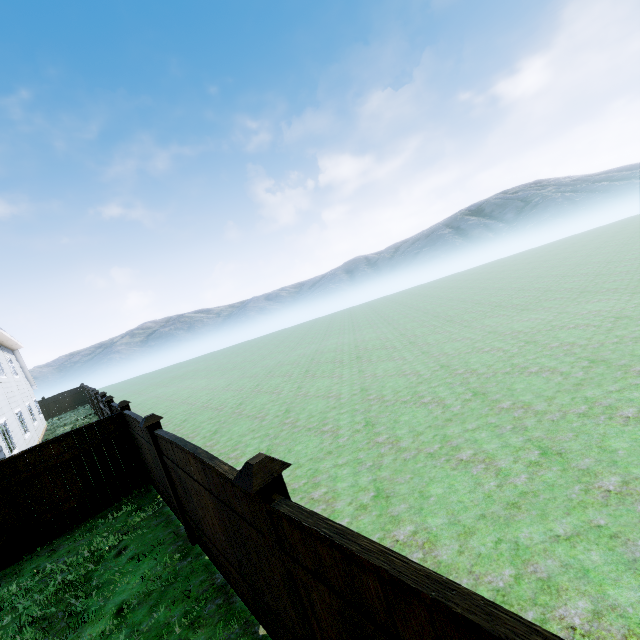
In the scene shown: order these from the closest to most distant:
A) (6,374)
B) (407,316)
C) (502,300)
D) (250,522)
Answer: (250,522)
(6,374)
(502,300)
(407,316)

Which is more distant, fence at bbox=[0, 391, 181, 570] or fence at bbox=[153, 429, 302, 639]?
fence at bbox=[0, 391, 181, 570]

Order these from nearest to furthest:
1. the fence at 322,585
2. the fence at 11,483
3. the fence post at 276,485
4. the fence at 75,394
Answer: the fence at 322,585 → the fence post at 276,485 → the fence at 11,483 → the fence at 75,394

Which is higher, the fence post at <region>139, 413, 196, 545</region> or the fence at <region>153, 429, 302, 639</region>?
the fence post at <region>139, 413, 196, 545</region>

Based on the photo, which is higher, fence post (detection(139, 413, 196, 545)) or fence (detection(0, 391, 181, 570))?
fence post (detection(139, 413, 196, 545))

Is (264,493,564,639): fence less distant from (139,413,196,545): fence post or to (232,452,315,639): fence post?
(232,452,315,639): fence post

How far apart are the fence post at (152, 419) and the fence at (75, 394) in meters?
34.2 m

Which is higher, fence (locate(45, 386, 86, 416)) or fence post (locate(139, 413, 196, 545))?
fence post (locate(139, 413, 196, 545))
